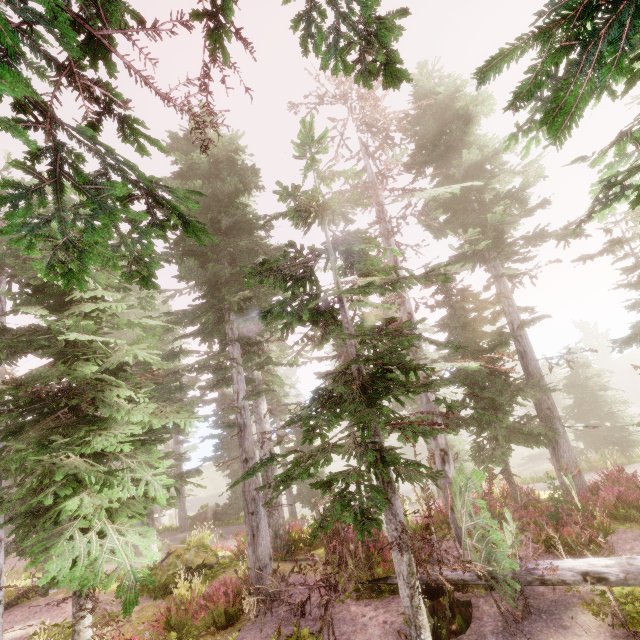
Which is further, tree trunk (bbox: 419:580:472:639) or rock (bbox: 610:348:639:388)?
rock (bbox: 610:348:639:388)

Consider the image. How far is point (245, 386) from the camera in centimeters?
1202cm

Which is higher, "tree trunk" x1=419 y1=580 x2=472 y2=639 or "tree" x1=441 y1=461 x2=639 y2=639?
"tree" x1=441 y1=461 x2=639 y2=639

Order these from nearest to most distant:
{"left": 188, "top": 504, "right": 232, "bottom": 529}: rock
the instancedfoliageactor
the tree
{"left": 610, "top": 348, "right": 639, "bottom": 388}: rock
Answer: the instancedfoliageactor → the tree → {"left": 188, "top": 504, "right": 232, "bottom": 529}: rock → {"left": 610, "top": 348, "right": 639, "bottom": 388}: rock

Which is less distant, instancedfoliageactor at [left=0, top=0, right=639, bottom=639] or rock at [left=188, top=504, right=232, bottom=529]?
instancedfoliageactor at [left=0, top=0, right=639, bottom=639]

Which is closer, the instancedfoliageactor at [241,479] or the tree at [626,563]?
the instancedfoliageactor at [241,479]

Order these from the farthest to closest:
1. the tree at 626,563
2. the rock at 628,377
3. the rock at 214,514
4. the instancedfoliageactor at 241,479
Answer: the rock at 628,377 < the rock at 214,514 < the tree at 626,563 < the instancedfoliageactor at 241,479

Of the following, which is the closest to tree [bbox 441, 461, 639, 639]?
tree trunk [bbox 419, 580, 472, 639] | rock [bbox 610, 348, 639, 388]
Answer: tree trunk [bbox 419, 580, 472, 639]
